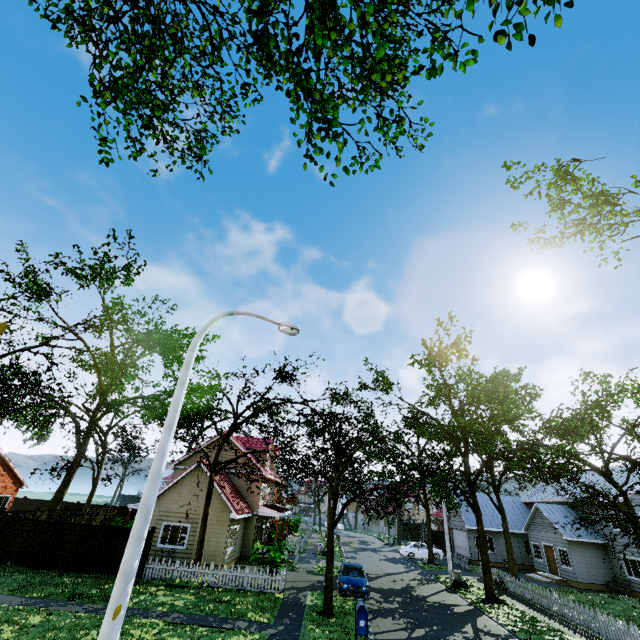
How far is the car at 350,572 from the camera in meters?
18.0 m

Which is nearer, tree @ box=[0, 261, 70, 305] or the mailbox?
the mailbox

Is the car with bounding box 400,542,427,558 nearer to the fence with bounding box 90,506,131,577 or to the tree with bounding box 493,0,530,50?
the tree with bounding box 493,0,530,50

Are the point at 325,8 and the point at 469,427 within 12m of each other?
no

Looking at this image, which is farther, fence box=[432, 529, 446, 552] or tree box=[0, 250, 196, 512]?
fence box=[432, 529, 446, 552]

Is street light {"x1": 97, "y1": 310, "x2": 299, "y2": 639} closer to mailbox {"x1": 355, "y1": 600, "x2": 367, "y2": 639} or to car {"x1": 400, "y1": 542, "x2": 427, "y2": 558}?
mailbox {"x1": 355, "y1": 600, "x2": 367, "y2": 639}

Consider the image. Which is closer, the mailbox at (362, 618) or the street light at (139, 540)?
the street light at (139, 540)

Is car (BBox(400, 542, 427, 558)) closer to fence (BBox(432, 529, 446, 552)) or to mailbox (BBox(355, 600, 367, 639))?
fence (BBox(432, 529, 446, 552))
